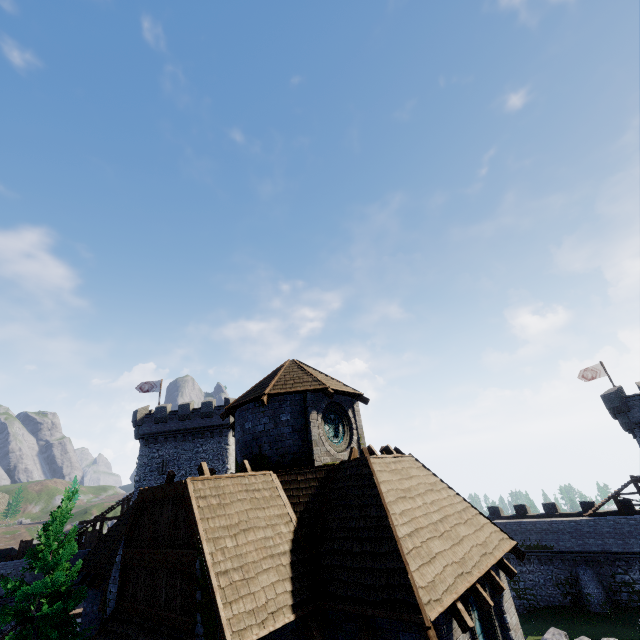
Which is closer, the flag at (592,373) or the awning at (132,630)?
the awning at (132,630)

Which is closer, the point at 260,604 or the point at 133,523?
the point at 260,604

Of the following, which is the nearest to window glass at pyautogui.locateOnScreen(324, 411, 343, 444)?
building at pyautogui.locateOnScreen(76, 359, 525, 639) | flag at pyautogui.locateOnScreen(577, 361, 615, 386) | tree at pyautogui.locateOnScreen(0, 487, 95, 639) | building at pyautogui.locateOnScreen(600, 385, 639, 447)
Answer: building at pyautogui.locateOnScreen(76, 359, 525, 639)

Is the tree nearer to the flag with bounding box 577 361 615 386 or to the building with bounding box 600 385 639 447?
the building with bounding box 600 385 639 447

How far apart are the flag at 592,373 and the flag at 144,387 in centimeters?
4897cm

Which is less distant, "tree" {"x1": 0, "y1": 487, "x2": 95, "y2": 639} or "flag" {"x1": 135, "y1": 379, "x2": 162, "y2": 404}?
"tree" {"x1": 0, "y1": 487, "x2": 95, "y2": 639}

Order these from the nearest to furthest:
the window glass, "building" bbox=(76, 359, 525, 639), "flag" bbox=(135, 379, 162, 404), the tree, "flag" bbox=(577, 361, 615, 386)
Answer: "building" bbox=(76, 359, 525, 639)
the window glass
the tree
"flag" bbox=(577, 361, 615, 386)
"flag" bbox=(135, 379, 162, 404)

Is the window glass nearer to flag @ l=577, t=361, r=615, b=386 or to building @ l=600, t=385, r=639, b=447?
building @ l=600, t=385, r=639, b=447
